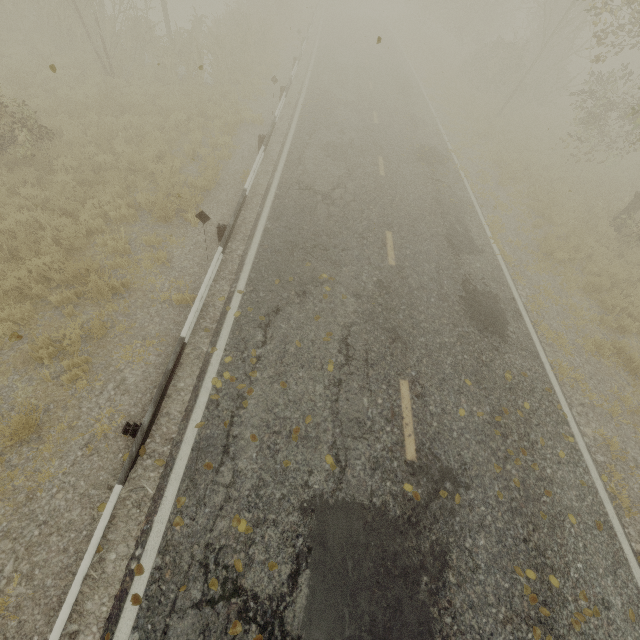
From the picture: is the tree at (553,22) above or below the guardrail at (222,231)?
above

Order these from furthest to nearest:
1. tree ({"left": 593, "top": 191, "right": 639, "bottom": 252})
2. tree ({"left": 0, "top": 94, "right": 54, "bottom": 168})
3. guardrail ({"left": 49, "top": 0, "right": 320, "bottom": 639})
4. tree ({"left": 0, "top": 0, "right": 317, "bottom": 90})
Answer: tree ({"left": 0, "top": 0, "right": 317, "bottom": 90}), tree ({"left": 593, "top": 191, "right": 639, "bottom": 252}), tree ({"left": 0, "top": 94, "right": 54, "bottom": 168}), guardrail ({"left": 49, "top": 0, "right": 320, "bottom": 639})

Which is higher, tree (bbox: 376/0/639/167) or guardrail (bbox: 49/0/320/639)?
tree (bbox: 376/0/639/167)

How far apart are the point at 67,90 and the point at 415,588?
17.0m

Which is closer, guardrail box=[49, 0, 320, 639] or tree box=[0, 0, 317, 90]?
guardrail box=[49, 0, 320, 639]

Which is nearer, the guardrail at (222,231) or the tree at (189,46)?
the guardrail at (222,231)

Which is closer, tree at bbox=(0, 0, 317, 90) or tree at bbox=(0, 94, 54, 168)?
tree at bbox=(0, 94, 54, 168)
